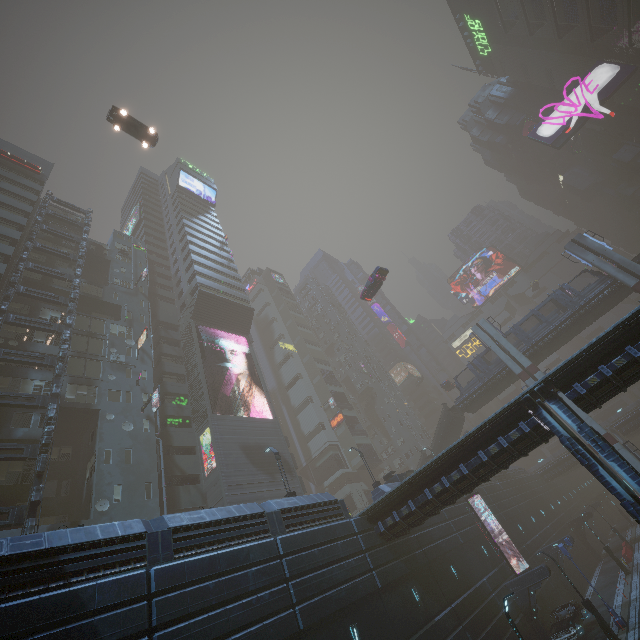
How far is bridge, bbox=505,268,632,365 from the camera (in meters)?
35.56

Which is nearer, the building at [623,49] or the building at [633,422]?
the building at [623,49]

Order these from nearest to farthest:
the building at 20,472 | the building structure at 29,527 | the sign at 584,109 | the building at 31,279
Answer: the building structure at 29,527
the building at 20,472
the building at 31,279
the sign at 584,109

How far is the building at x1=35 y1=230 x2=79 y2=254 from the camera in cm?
3809

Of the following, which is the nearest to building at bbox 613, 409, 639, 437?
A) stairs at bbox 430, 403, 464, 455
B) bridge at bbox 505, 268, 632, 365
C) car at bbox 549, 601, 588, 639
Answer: car at bbox 549, 601, 588, 639

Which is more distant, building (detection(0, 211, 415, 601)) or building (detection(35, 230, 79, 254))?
building (detection(35, 230, 79, 254))

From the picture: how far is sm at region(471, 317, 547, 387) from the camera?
36.7 meters

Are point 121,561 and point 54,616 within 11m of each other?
yes
